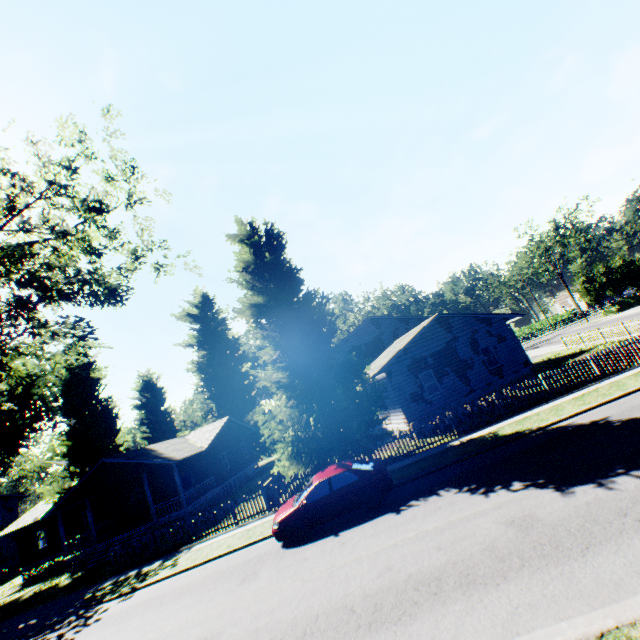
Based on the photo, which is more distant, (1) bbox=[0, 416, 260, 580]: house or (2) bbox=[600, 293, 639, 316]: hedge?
(2) bbox=[600, 293, 639, 316]: hedge

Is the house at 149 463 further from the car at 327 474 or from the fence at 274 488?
the car at 327 474

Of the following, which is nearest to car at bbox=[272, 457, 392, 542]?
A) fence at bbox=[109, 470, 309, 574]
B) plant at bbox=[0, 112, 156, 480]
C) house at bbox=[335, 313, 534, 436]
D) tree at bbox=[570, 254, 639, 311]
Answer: plant at bbox=[0, 112, 156, 480]

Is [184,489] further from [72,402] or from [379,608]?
[379,608]

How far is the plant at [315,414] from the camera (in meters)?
15.73

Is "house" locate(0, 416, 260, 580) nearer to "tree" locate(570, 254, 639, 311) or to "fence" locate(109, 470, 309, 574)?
"fence" locate(109, 470, 309, 574)

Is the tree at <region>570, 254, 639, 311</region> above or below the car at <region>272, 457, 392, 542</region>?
above

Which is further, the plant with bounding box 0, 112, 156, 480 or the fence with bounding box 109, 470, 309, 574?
the fence with bounding box 109, 470, 309, 574
